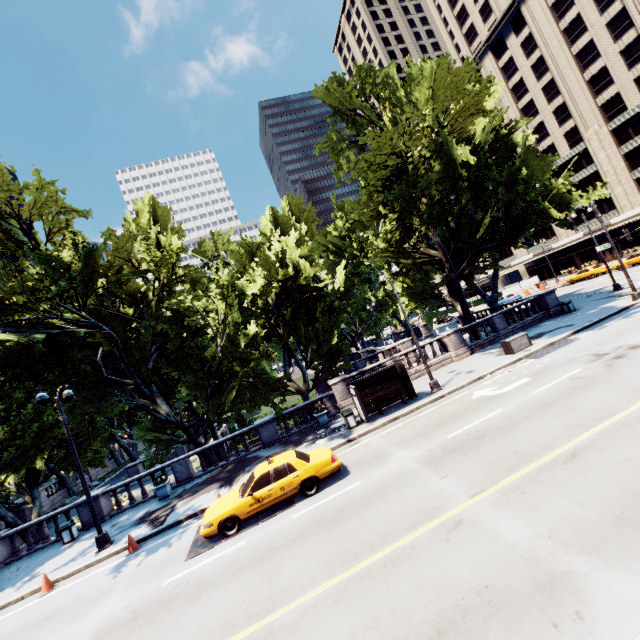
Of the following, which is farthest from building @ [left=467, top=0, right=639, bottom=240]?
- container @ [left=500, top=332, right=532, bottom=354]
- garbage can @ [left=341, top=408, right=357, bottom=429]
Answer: garbage can @ [left=341, top=408, right=357, bottom=429]

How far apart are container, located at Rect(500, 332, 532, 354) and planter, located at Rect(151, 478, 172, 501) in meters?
21.1 m

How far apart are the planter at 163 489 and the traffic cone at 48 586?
5.2 meters

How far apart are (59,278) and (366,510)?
19.1m

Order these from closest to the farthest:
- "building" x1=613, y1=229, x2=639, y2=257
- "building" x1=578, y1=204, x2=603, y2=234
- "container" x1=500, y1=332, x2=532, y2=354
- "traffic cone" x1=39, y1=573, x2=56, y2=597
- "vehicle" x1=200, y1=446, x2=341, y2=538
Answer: "vehicle" x1=200, y1=446, x2=341, y2=538 → "traffic cone" x1=39, y1=573, x2=56, y2=597 → "container" x1=500, y1=332, x2=532, y2=354 → "building" x1=613, y1=229, x2=639, y2=257 → "building" x1=578, y1=204, x2=603, y2=234

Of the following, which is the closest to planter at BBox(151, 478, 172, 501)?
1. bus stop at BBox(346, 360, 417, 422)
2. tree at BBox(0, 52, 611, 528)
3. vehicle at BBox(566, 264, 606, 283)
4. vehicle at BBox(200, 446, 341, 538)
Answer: tree at BBox(0, 52, 611, 528)

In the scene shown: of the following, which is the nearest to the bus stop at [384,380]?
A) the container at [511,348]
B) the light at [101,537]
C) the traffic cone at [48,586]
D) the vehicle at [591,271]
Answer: the container at [511,348]

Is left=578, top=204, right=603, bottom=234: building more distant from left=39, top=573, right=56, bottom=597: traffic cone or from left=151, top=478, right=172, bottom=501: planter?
left=39, top=573, right=56, bottom=597: traffic cone
